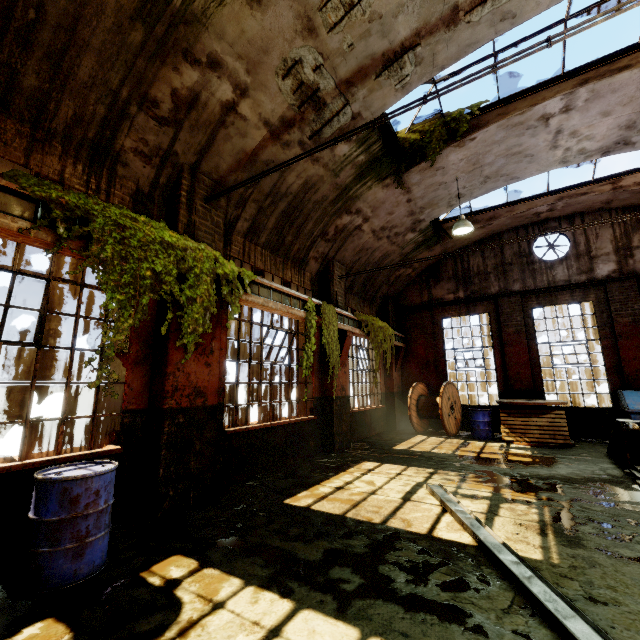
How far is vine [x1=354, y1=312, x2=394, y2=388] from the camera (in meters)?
10.31

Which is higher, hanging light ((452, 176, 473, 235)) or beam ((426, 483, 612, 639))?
hanging light ((452, 176, 473, 235))

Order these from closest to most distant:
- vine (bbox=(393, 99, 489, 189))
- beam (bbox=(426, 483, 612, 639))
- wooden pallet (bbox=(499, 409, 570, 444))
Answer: beam (bbox=(426, 483, 612, 639)) → vine (bbox=(393, 99, 489, 189)) → wooden pallet (bbox=(499, 409, 570, 444))

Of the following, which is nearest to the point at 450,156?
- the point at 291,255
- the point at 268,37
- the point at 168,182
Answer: the point at 291,255

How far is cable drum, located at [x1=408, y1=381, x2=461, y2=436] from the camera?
11.0m

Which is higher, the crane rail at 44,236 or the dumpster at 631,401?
the crane rail at 44,236

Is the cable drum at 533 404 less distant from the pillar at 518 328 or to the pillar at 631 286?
the pillar at 518 328

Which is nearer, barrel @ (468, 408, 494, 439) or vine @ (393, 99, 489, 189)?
vine @ (393, 99, 489, 189)
